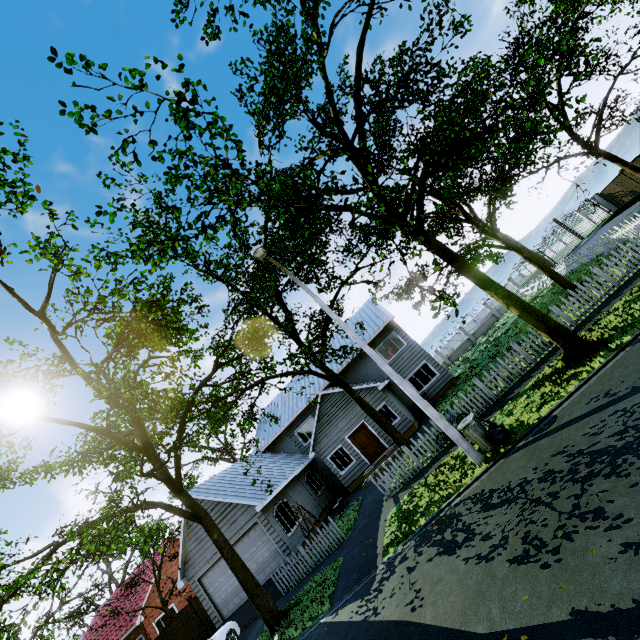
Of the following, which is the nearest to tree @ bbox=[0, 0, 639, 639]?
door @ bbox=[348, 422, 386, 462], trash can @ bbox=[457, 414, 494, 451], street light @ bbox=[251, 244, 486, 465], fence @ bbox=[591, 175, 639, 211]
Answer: fence @ bbox=[591, 175, 639, 211]

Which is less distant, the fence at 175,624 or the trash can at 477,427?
the trash can at 477,427

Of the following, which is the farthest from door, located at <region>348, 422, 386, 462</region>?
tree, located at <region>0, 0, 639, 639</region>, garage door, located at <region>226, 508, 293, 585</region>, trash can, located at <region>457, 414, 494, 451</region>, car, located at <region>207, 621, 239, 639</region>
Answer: trash can, located at <region>457, 414, 494, 451</region>

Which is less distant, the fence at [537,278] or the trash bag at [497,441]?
the trash bag at [497,441]

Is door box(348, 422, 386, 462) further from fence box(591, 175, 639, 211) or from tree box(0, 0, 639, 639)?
fence box(591, 175, 639, 211)

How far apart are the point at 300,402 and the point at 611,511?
21.6 meters

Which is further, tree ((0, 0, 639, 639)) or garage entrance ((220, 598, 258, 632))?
garage entrance ((220, 598, 258, 632))

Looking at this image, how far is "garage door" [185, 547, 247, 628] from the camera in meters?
16.8 m
